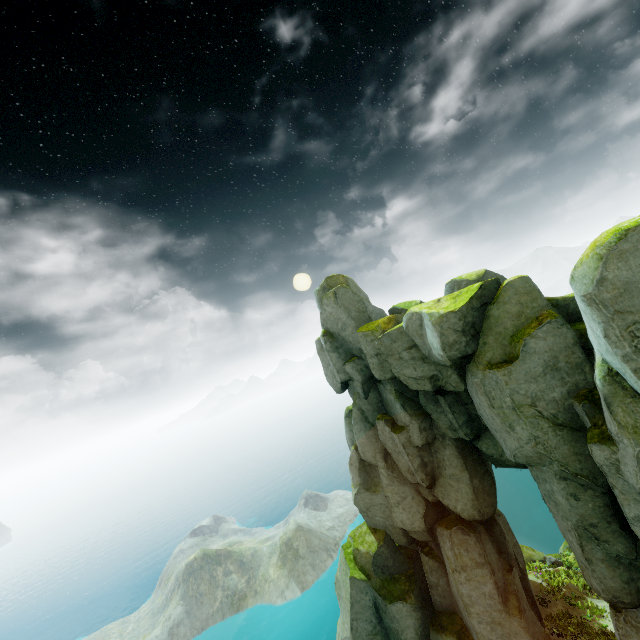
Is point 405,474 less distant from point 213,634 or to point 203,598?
point 213,634
